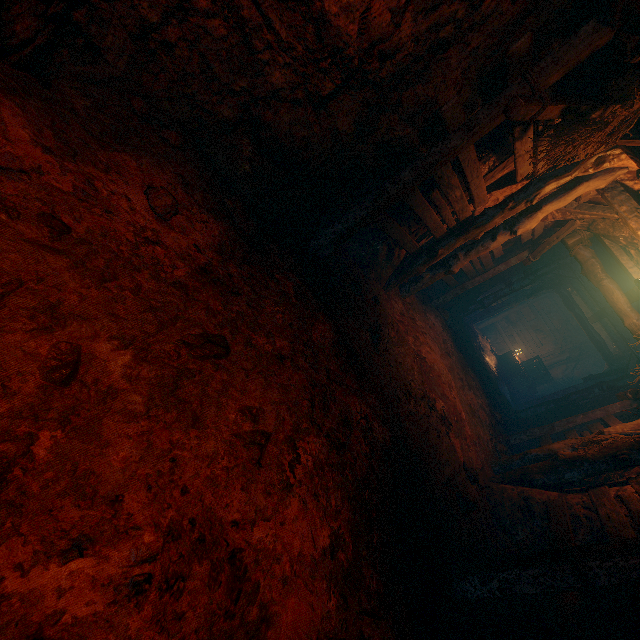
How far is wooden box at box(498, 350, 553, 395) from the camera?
15.46m

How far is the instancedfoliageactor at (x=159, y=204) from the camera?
2.32m

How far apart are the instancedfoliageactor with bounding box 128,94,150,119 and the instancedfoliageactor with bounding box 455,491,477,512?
5.4m

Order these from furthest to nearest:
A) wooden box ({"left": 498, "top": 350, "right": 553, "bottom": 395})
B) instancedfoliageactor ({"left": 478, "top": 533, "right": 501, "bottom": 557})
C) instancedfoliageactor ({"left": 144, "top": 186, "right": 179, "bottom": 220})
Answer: wooden box ({"left": 498, "top": 350, "right": 553, "bottom": 395})
instancedfoliageactor ({"left": 478, "top": 533, "right": 501, "bottom": 557})
instancedfoliageactor ({"left": 144, "top": 186, "right": 179, "bottom": 220})

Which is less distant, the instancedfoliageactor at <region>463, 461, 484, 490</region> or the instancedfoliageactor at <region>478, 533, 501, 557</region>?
the instancedfoliageactor at <region>478, 533, 501, 557</region>

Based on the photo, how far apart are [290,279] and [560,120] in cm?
482

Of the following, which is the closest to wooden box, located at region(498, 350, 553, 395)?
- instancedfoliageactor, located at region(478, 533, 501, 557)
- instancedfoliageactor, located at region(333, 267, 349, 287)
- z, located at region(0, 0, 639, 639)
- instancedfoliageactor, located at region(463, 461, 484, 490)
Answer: z, located at region(0, 0, 639, 639)

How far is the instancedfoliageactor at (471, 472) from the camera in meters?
4.7
